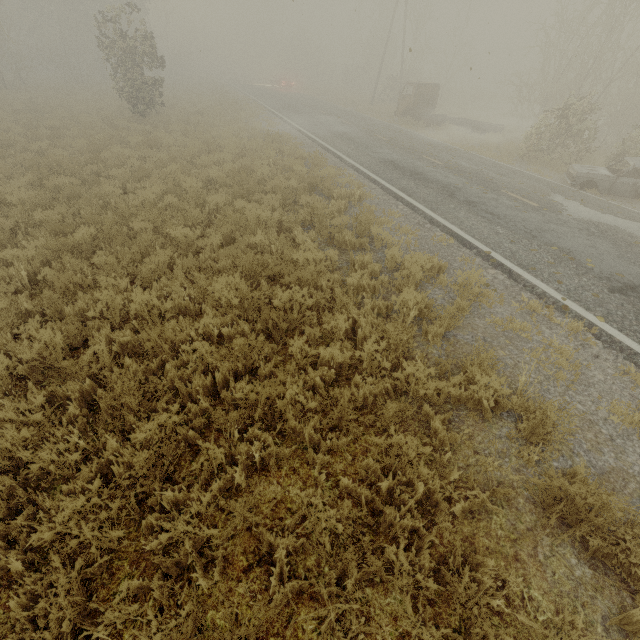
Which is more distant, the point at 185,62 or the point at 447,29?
the point at 447,29

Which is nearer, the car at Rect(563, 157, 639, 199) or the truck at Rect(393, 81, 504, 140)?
the car at Rect(563, 157, 639, 199)

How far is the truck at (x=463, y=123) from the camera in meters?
20.8

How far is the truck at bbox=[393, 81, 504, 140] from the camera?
20.76m

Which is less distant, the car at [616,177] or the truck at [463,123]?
the car at [616,177]
